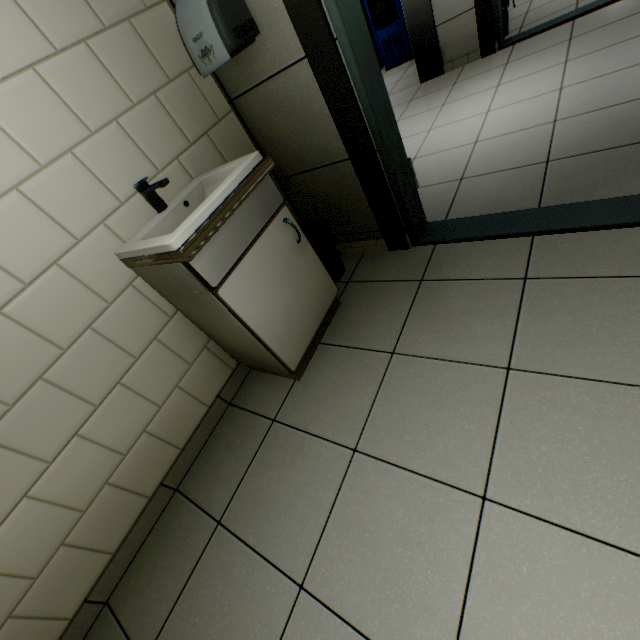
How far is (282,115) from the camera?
1.7 meters

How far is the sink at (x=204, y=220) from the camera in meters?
1.2

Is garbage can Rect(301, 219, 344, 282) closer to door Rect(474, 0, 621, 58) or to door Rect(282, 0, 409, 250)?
door Rect(282, 0, 409, 250)

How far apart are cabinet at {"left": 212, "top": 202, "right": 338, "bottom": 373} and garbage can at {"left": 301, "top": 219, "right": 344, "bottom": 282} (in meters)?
0.20

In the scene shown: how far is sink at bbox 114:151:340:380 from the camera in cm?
119

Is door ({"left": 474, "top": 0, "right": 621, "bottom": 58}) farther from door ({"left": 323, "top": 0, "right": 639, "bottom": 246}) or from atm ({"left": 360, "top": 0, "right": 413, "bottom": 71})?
door ({"left": 323, "top": 0, "right": 639, "bottom": 246})

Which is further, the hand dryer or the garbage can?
the garbage can

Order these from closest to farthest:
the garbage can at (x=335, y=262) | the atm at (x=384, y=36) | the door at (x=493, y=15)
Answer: the garbage can at (x=335, y=262) → the door at (x=493, y=15) → the atm at (x=384, y=36)
